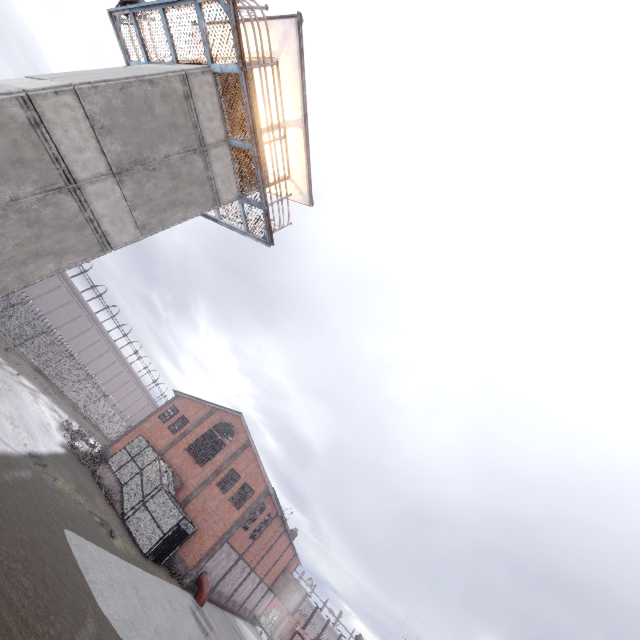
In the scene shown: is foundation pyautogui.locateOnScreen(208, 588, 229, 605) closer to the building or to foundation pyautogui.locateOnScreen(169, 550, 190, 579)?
foundation pyautogui.locateOnScreen(169, 550, 190, 579)

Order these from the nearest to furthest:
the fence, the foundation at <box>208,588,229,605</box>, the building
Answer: the building < the foundation at <box>208,588,229,605</box> < the fence

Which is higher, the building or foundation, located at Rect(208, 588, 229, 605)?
the building

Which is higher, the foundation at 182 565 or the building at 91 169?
the building at 91 169

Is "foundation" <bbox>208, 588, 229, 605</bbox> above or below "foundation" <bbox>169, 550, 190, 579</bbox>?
below

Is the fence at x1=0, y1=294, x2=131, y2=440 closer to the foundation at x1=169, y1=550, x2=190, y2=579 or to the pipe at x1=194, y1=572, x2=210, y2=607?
the foundation at x1=169, y1=550, x2=190, y2=579

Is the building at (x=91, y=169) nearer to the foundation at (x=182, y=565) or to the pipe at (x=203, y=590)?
the foundation at (x=182, y=565)

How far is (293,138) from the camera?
12.66m
